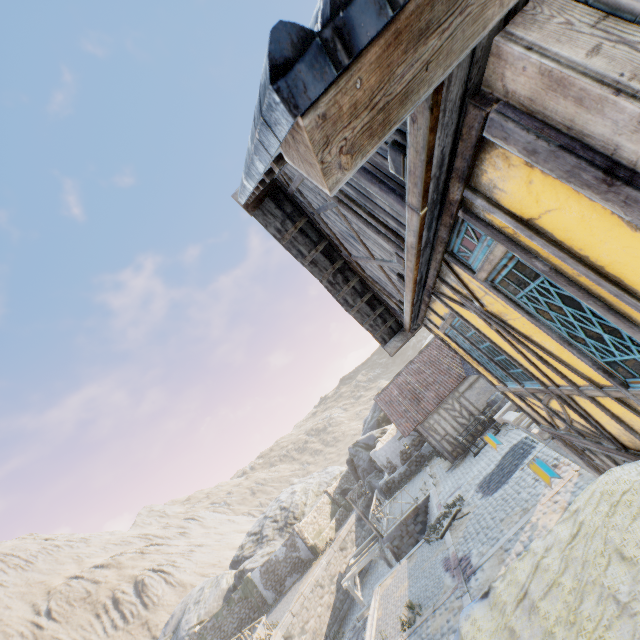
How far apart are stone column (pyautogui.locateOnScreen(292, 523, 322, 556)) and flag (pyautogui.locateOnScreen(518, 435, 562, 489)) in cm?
2950

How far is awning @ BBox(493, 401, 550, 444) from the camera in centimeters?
598cm

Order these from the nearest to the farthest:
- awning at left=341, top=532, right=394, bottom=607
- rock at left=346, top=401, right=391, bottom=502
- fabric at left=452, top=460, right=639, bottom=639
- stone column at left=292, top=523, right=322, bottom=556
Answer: fabric at left=452, top=460, right=639, bottom=639 → awning at left=341, top=532, right=394, bottom=607 → stone column at left=292, top=523, right=322, bottom=556 → rock at left=346, top=401, right=391, bottom=502

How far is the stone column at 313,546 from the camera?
28.9m

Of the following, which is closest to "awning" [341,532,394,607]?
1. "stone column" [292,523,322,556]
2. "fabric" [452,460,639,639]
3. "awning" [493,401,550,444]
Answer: "stone column" [292,523,322,556]

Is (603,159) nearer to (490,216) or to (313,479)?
(490,216)

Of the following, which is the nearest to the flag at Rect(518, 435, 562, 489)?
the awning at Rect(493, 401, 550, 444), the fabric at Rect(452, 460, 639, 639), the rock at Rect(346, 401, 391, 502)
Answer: the awning at Rect(493, 401, 550, 444)

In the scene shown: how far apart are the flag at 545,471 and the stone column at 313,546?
29.5 meters
